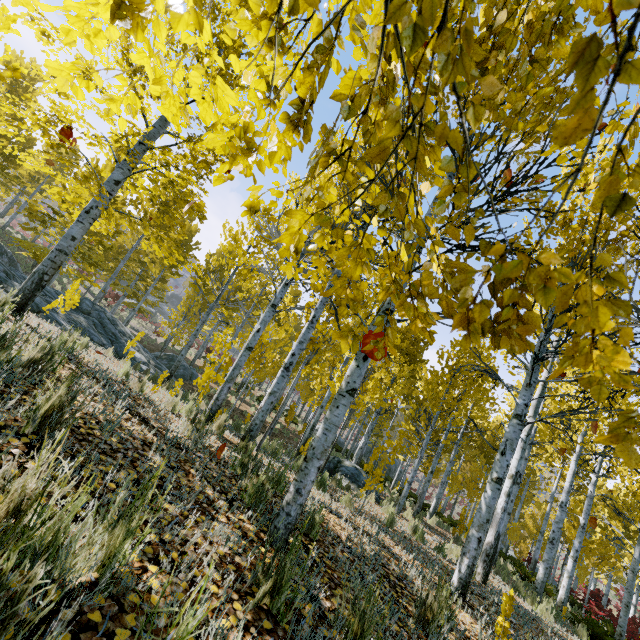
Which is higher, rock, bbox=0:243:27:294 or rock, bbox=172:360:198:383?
rock, bbox=0:243:27:294

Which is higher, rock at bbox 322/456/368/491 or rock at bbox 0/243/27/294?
rock at bbox 0/243/27/294

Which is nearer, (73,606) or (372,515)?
(73,606)

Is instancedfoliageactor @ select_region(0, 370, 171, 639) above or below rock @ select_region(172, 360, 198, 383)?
above

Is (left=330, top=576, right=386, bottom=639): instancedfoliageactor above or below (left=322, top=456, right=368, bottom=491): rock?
above

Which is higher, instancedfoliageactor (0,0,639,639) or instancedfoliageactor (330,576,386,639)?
instancedfoliageactor (0,0,639,639)

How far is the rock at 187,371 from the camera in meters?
19.4

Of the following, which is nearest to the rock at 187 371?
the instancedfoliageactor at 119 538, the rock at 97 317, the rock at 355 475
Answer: the rock at 97 317
